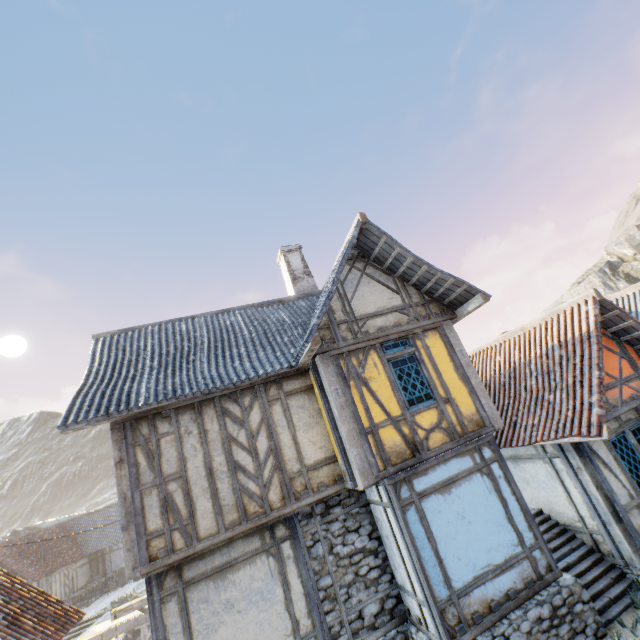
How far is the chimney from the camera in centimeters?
1198cm

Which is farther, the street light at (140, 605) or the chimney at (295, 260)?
the chimney at (295, 260)

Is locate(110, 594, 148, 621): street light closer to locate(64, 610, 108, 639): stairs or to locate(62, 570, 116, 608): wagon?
locate(64, 610, 108, 639): stairs

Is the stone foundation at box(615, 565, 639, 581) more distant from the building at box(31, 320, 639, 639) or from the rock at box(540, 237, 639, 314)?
the building at box(31, 320, 639, 639)

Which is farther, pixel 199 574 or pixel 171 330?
pixel 171 330

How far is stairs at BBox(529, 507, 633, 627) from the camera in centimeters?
673cm

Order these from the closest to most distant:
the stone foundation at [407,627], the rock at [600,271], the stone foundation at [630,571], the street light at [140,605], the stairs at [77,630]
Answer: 1. the stone foundation at [407,627]
2. the stone foundation at [630,571]
3. the street light at [140,605]
4. the stairs at [77,630]
5. the rock at [600,271]

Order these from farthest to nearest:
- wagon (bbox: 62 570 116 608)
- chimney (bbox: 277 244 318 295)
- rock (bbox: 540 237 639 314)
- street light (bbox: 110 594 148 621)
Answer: rock (bbox: 540 237 639 314), wagon (bbox: 62 570 116 608), chimney (bbox: 277 244 318 295), street light (bbox: 110 594 148 621)
